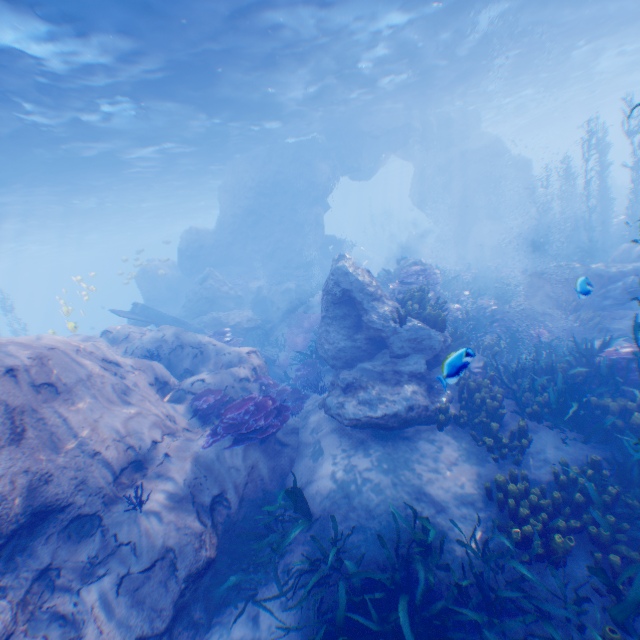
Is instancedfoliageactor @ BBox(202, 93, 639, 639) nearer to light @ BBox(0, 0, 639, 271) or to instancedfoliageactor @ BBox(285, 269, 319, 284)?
instancedfoliageactor @ BBox(285, 269, 319, 284)

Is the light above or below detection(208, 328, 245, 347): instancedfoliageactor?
above

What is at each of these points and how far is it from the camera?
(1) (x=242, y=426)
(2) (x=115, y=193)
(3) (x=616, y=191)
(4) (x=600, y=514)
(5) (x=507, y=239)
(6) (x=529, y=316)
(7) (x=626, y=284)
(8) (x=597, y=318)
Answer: (1) instancedfoliageactor, 7.5 meters
(2) light, 26.6 meters
(3) rock, 33.5 meters
(4) instancedfoliageactor, 5.2 meters
(5) rock, 25.9 meters
(6) rock, 13.1 meters
(7) eel, 10.0 meters
(8) instancedfoliageactor, 11.2 meters

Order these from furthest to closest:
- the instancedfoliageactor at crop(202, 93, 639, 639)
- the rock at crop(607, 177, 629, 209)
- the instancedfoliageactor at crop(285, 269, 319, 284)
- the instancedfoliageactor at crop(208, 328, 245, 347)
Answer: the rock at crop(607, 177, 629, 209) < the instancedfoliageactor at crop(285, 269, 319, 284) < the instancedfoliageactor at crop(208, 328, 245, 347) < the instancedfoliageactor at crop(202, 93, 639, 639)

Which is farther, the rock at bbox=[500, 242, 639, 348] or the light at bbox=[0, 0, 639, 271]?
the rock at bbox=[500, 242, 639, 348]

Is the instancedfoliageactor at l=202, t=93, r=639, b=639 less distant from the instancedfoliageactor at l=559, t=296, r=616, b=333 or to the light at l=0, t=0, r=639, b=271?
the instancedfoliageactor at l=559, t=296, r=616, b=333

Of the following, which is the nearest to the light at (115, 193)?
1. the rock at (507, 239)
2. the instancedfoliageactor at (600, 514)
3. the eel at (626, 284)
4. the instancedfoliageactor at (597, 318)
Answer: the rock at (507, 239)

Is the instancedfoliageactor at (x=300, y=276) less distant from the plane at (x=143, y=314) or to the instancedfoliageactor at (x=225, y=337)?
the instancedfoliageactor at (x=225, y=337)
